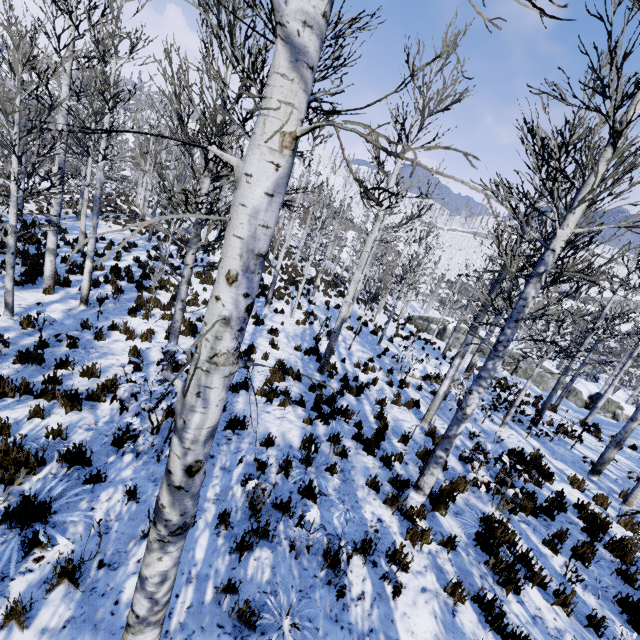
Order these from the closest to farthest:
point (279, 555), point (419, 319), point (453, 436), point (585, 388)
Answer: point (279, 555)
point (453, 436)
point (419, 319)
point (585, 388)

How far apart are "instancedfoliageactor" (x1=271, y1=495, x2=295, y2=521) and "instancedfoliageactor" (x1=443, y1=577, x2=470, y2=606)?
2.32m

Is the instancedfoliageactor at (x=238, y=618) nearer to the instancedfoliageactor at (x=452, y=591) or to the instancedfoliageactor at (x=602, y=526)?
the instancedfoliageactor at (x=602, y=526)

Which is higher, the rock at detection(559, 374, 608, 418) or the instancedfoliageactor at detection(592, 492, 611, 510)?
the instancedfoliageactor at detection(592, 492, 611, 510)

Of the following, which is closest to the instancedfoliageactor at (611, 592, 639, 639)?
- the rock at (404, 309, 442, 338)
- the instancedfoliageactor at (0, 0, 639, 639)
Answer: the rock at (404, 309, 442, 338)

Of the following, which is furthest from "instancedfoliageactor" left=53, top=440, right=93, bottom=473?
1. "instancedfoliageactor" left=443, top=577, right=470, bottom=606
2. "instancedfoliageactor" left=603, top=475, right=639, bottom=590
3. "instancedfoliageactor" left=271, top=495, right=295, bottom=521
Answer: "instancedfoliageactor" left=443, top=577, right=470, bottom=606

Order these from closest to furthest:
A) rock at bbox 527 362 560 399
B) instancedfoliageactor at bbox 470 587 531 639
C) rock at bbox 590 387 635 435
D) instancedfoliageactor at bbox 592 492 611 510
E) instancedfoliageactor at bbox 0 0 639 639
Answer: instancedfoliageactor at bbox 0 0 639 639, instancedfoliageactor at bbox 470 587 531 639, instancedfoliageactor at bbox 592 492 611 510, rock at bbox 590 387 635 435, rock at bbox 527 362 560 399

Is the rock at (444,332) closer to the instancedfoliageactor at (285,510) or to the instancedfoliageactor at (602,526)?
the instancedfoliageactor at (602,526)
